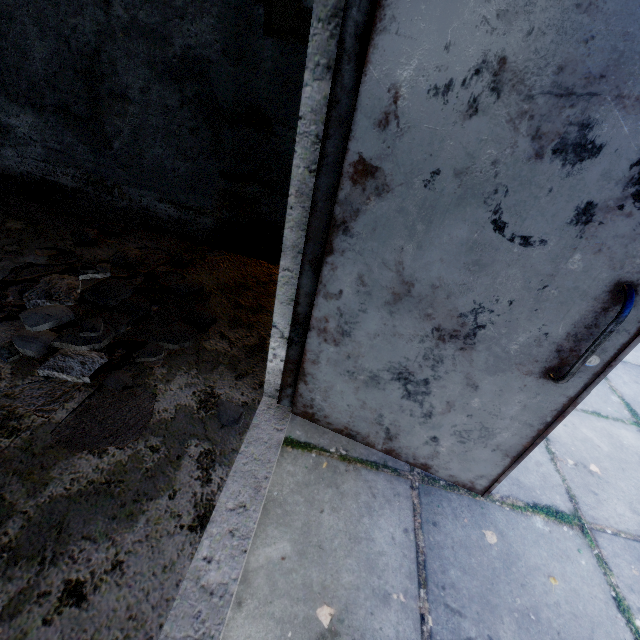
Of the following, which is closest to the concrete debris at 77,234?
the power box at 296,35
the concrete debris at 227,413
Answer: the concrete debris at 227,413

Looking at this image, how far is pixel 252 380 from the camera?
2.1m

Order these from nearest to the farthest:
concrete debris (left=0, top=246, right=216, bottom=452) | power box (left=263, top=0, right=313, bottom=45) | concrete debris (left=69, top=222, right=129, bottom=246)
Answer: concrete debris (left=0, top=246, right=216, bottom=452), power box (left=263, top=0, right=313, bottom=45), concrete debris (left=69, top=222, right=129, bottom=246)

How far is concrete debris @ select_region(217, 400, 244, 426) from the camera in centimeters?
180cm

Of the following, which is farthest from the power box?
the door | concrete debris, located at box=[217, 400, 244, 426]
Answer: concrete debris, located at box=[217, 400, 244, 426]

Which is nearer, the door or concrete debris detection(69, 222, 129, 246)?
the door

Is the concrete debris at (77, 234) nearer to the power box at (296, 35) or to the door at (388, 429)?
the door at (388, 429)

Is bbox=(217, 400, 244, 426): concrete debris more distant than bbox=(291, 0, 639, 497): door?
Yes
